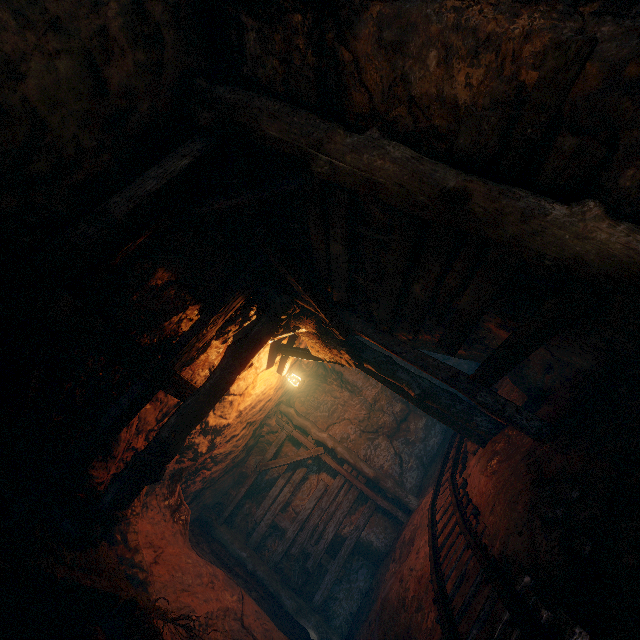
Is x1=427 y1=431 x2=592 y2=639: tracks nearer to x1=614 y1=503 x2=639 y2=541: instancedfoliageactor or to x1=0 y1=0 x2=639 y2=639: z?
x1=0 y1=0 x2=639 y2=639: z

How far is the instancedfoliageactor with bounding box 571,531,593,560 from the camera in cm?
220

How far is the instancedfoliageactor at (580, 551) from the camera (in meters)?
2.20

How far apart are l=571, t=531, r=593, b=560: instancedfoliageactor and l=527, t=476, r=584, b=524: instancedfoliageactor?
0.32m

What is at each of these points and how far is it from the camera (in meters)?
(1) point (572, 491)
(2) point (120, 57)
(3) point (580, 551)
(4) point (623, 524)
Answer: (1) instancedfoliageactor, 2.57
(2) z, 2.40
(3) instancedfoliageactor, 2.23
(4) instancedfoliageactor, 1.94

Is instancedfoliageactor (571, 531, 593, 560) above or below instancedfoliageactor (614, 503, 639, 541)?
below

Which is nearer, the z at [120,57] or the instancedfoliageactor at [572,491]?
the z at [120,57]
